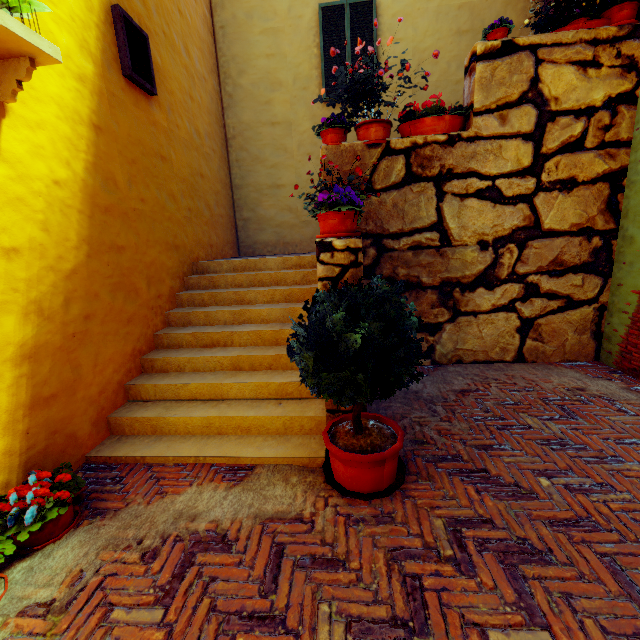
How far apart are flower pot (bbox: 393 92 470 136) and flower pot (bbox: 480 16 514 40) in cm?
68

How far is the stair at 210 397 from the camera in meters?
3.1 m

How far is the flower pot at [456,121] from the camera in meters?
4.2

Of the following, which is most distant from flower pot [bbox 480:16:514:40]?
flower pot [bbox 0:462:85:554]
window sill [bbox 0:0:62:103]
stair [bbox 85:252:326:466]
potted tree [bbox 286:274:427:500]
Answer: flower pot [bbox 0:462:85:554]

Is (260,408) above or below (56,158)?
below

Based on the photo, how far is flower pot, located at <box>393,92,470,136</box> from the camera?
4.2 meters

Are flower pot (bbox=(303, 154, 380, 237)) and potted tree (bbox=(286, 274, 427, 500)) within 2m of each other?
yes

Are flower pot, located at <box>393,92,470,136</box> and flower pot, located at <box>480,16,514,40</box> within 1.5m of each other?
yes
